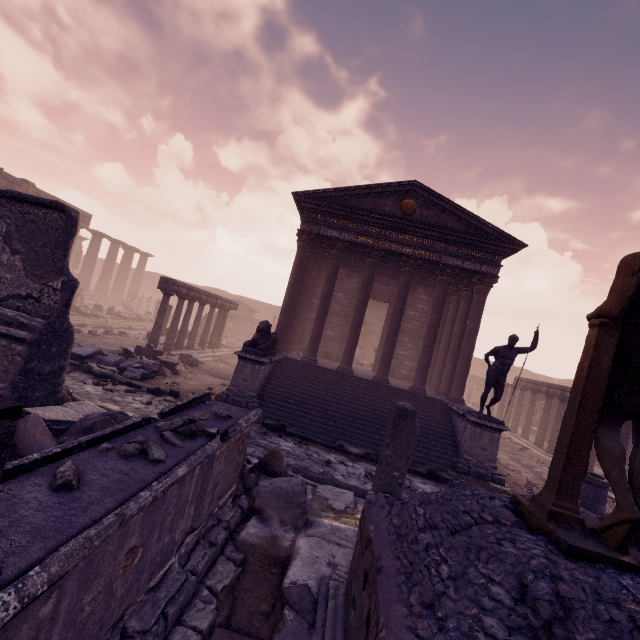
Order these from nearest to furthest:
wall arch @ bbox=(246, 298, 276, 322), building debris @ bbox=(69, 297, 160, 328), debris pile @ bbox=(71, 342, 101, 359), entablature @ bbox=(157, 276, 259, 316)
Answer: debris pile @ bbox=(71, 342, 101, 359) < entablature @ bbox=(157, 276, 259, 316) < building debris @ bbox=(69, 297, 160, 328) < wall arch @ bbox=(246, 298, 276, 322)

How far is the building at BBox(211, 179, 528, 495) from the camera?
9.4 meters

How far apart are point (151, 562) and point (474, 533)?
2.3m

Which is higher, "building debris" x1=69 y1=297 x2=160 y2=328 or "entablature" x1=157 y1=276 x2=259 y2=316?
"entablature" x1=157 y1=276 x2=259 y2=316

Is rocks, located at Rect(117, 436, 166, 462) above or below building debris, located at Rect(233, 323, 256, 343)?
above

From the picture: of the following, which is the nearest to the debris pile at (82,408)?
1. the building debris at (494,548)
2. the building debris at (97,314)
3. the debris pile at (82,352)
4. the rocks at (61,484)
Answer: the building debris at (494,548)

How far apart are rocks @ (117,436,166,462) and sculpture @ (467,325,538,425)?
8.7m

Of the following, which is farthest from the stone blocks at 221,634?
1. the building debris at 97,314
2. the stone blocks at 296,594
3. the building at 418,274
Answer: the building debris at 97,314
